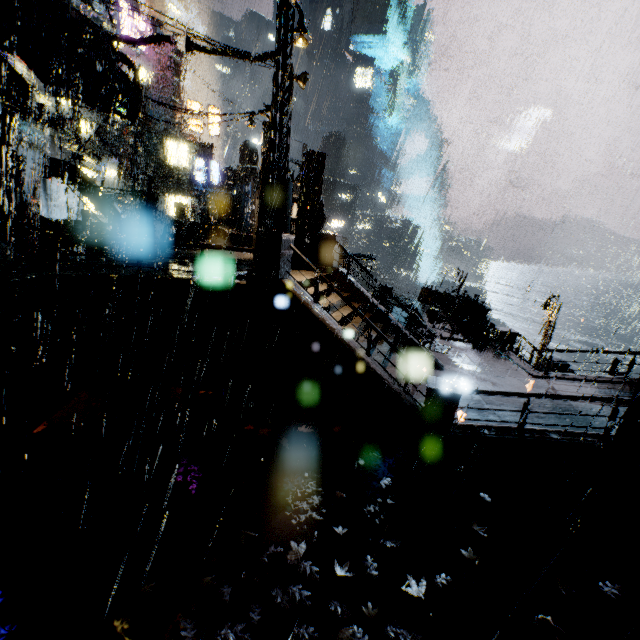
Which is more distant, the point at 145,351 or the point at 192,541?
the point at 145,351

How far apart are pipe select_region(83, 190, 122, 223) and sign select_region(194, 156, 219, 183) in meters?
27.5

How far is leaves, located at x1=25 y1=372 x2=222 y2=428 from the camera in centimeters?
→ 830cm

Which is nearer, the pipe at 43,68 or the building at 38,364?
the building at 38,364

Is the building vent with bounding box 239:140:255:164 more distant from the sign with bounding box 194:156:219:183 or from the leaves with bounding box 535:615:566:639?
the leaves with bounding box 535:615:566:639

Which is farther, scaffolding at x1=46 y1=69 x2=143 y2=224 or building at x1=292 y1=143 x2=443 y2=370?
building at x1=292 y1=143 x2=443 y2=370

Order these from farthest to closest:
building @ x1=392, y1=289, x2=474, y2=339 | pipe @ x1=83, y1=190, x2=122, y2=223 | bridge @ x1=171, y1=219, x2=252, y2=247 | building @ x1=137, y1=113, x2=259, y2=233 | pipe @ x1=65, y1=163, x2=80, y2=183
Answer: building @ x1=137, y1=113, x2=259, y2=233
bridge @ x1=171, y1=219, x2=252, y2=247
building @ x1=392, y1=289, x2=474, y2=339
pipe @ x1=83, y1=190, x2=122, y2=223
pipe @ x1=65, y1=163, x2=80, y2=183

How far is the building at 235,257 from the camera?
15.7 meters
